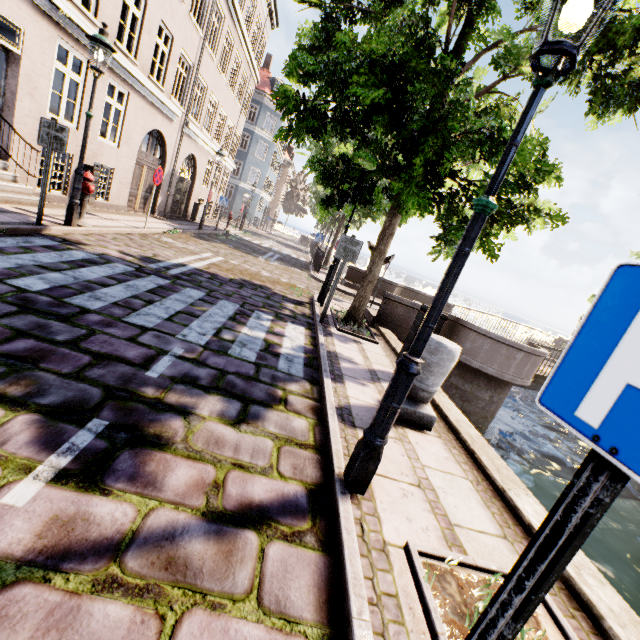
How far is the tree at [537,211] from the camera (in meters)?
4.49

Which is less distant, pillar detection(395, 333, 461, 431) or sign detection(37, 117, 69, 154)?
pillar detection(395, 333, 461, 431)

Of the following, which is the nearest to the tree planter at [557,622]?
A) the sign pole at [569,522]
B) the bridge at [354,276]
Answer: the sign pole at [569,522]

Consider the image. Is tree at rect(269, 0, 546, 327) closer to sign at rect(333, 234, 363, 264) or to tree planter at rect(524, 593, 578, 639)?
sign at rect(333, 234, 363, 264)

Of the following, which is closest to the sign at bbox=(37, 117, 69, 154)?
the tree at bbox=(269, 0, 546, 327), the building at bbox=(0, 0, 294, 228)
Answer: the tree at bbox=(269, 0, 546, 327)

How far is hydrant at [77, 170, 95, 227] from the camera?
7.3m

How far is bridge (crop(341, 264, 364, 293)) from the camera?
15.67m

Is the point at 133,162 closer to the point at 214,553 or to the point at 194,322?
the point at 194,322
